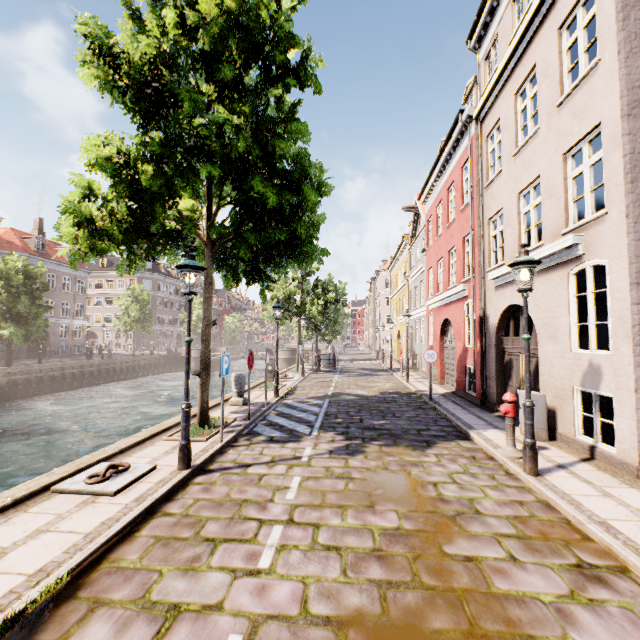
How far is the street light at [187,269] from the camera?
5.53m

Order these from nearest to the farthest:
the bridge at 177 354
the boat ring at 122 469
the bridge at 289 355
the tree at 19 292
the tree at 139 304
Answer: the boat ring at 122 469, the tree at 19 292, the tree at 139 304, the bridge at 289 355, the bridge at 177 354

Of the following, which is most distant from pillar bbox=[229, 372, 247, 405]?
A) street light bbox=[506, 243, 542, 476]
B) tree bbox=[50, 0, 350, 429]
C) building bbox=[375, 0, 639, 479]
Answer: building bbox=[375, 0, 639, 479]

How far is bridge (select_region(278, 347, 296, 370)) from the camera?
41.78m

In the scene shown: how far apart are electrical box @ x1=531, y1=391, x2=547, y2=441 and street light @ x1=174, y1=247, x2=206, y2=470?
7.3 meters

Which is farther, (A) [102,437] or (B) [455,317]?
(A) [102,437]

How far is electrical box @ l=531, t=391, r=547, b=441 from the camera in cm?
730

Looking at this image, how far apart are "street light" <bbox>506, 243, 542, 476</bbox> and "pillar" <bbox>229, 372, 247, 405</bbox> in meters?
8.1
